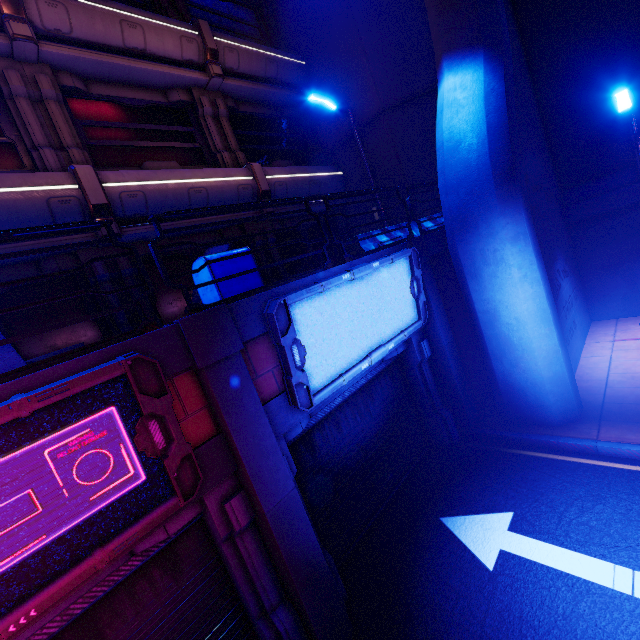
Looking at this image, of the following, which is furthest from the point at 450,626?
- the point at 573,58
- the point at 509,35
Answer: the point at 573,58

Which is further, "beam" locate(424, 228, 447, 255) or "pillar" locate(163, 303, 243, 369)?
"beam" locate(424, 228, 447, 255)

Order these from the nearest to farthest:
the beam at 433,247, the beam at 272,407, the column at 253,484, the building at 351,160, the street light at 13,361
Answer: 1. the street light at 13,361
2. the column at 253,484
3. the beam at 272,407
4. the beam at 433,247
5. the building at 351,160

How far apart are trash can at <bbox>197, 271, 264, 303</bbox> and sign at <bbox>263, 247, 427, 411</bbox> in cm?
65

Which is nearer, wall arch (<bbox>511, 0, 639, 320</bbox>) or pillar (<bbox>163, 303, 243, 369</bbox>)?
pillar (<bbox>163, 303, 243, 369</bbox>)

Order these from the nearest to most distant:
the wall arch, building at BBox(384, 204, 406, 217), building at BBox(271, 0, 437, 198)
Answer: the wall arch → building at BBox(271, 0, 437, 198) → building at BBox(384, 204, 406, 217)

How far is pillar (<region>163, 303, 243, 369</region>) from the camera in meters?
3.5 m

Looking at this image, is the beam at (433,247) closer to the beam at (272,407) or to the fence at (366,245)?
the fence at (366,245)
